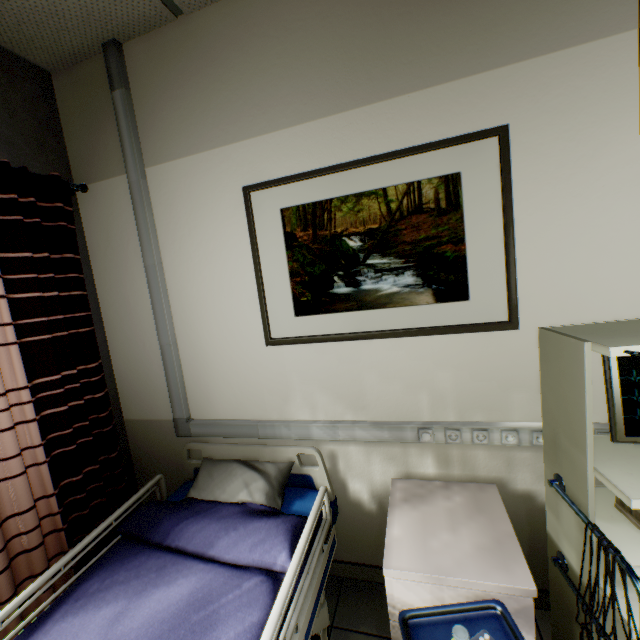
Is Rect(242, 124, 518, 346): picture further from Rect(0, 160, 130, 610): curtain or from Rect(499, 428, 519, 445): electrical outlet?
Rect(0, 160, 130, 610): curtain

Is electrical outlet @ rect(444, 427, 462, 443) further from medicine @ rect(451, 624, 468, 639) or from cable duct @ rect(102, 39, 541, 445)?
medicine @ rect(451, 624, 468, 639)

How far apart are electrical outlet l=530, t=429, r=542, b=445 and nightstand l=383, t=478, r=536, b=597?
0.3 meters

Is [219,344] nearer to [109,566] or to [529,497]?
[109,566]

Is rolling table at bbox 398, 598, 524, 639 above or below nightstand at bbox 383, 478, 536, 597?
above

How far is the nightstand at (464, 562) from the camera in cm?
114

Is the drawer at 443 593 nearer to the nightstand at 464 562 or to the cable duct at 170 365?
the nightstand at 464 562

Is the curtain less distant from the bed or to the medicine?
the bed
